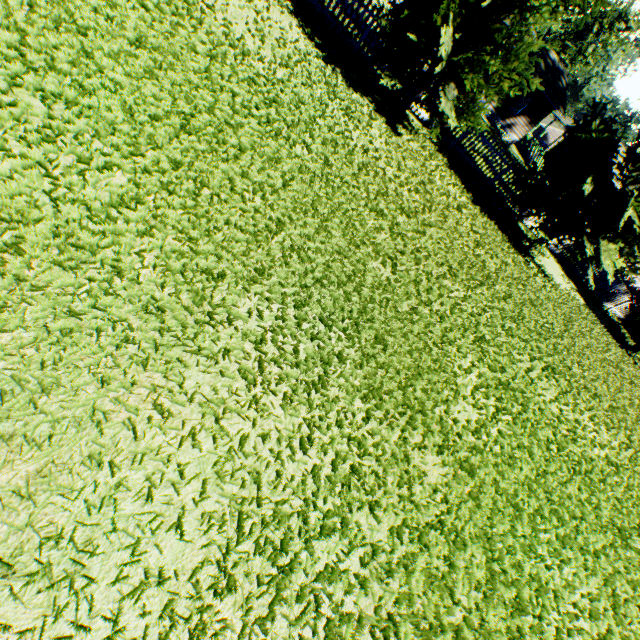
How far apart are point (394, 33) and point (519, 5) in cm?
257

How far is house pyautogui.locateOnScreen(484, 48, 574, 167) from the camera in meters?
27.6

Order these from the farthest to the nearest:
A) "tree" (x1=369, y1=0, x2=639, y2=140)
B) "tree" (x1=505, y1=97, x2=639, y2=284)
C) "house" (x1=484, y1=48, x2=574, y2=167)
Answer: "house" (x1=484, y1=48, x2=574, y2=167), "tree" (x1=505, y1=97, x2=639, y2=284), "tree" (x1=369, y1=0, x2=639, y2=140)

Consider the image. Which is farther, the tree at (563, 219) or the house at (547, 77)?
the house at (547, 77)

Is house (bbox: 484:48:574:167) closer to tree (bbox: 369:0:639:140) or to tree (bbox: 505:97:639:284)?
tree (bbox: 369:0:639:140)

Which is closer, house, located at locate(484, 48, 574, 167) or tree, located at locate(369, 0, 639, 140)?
tree, located at locate(369, 0, 639, 140)

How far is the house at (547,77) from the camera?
27.6 meters
